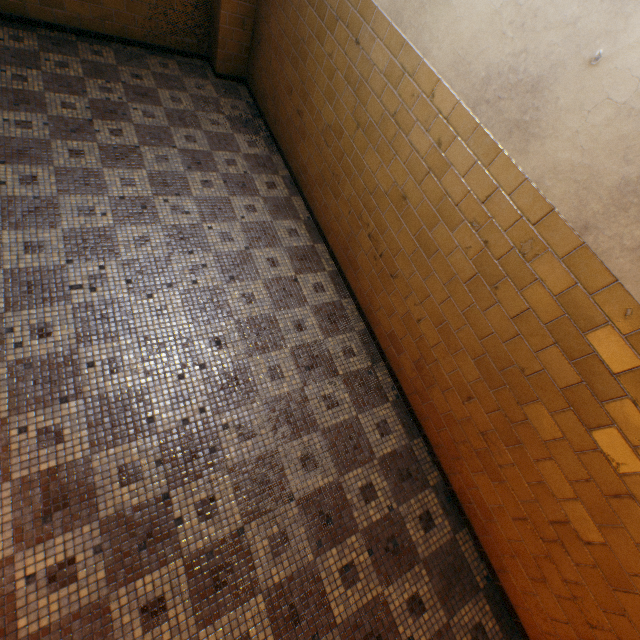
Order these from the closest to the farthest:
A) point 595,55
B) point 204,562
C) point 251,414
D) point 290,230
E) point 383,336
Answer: point 595,55
point 204,562
point 251,414
point 383,336
point 290,230
